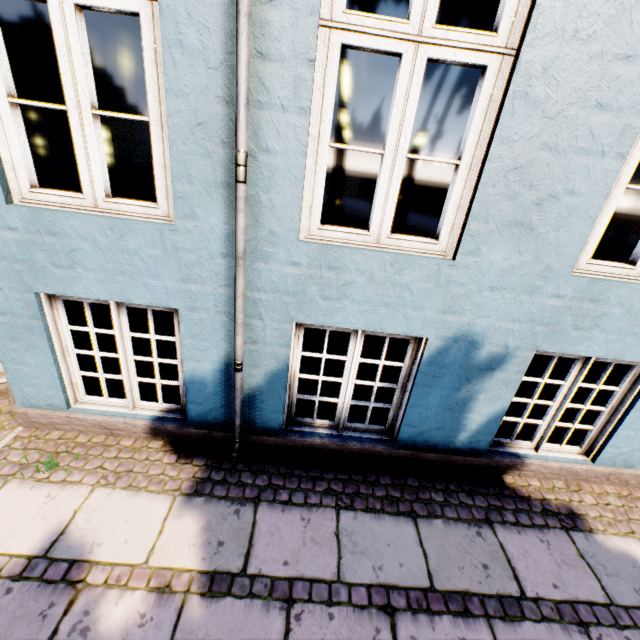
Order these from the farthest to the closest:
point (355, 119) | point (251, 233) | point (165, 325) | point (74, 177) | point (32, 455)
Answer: point (355, 119) → point (74, 177) → point (165, 325) → point (32, 455) → point (251, 233)
